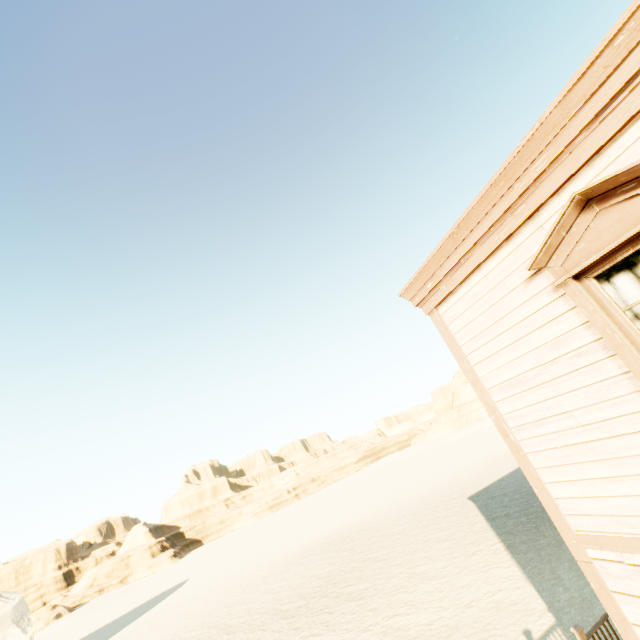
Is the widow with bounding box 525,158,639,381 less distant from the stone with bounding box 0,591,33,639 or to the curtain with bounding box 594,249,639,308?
the curtain with bounding box 594,249,639,308

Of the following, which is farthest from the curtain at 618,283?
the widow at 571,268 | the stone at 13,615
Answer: the stone at 13,615

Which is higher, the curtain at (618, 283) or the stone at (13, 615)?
the curtain at (618, 283)

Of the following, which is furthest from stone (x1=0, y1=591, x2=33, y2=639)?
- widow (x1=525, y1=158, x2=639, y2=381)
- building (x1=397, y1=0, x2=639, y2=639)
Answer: widow (x1=525, y1=158, x2=639, y2=381)

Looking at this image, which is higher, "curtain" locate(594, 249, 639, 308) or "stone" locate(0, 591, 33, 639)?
"curtain" locate(594, 249, 639, 308)

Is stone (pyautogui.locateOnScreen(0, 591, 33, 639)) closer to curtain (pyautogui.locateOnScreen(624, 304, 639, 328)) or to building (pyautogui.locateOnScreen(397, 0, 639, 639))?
building (pyautogui.locateOnScreen(397, 0, 639, 639))

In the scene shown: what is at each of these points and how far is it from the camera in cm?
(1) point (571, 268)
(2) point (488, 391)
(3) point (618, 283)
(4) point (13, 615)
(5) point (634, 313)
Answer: (1) widow, 292
(2) building, 405
(3) curtain, 282
(4) stone, 2216
(5) curtain, 278
